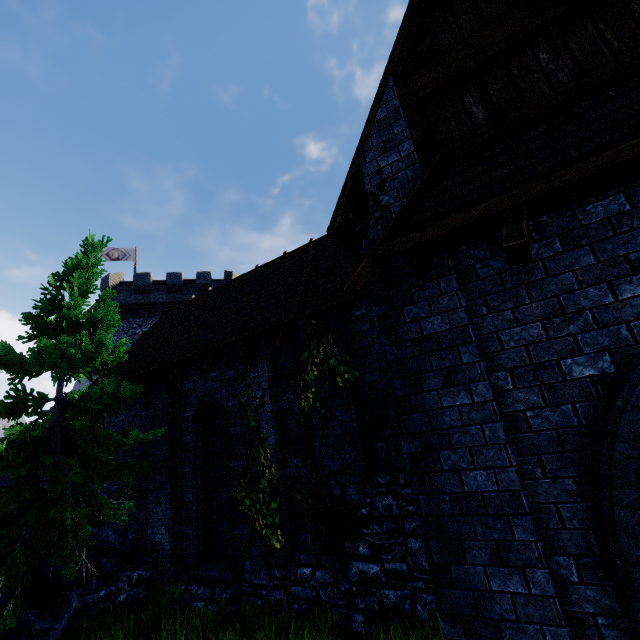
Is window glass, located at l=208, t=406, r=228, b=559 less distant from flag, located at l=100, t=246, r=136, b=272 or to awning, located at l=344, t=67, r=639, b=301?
awning, located at l=344, t=67, r=639, b=301

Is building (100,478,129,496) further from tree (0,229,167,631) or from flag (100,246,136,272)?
flag (100,246,136,272)

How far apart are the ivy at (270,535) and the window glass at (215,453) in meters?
0.7 m

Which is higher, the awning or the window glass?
the awning

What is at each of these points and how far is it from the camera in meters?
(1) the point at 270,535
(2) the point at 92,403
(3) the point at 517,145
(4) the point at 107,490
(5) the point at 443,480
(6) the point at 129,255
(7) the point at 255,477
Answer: (1) ivy, 6.9
(2) tree, 7.8
(3) awning, 3.1
(4) building, 10.7
(5) building, 3.0
(6) flag, 30.5
(7) building, 7.5

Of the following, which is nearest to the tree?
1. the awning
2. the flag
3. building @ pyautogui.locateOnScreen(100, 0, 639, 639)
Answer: building @ pyautogui.locateOnScreen(100, 0, 639, 639)

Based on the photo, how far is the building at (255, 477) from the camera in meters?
7.5

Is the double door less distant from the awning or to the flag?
the awning
